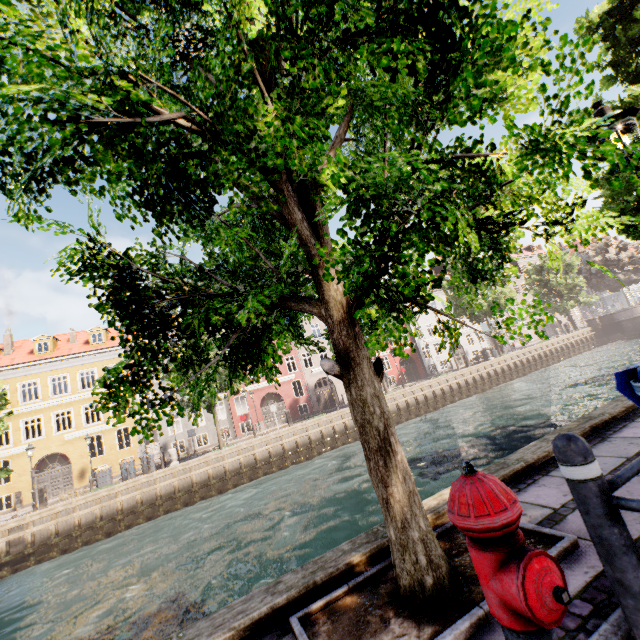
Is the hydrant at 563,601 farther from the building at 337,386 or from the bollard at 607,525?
the building at 337,386

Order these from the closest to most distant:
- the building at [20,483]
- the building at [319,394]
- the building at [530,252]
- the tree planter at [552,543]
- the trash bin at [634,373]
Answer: the trash bin at [634,373]
the tree planter at [552,543]
the building at [20,483]
the building at [319,394]
the building at [530,252]

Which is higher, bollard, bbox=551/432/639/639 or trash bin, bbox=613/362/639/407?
trash bin, bbox=613/362/639/407

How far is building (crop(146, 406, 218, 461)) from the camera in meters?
28.2 m

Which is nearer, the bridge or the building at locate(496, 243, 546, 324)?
the bridge

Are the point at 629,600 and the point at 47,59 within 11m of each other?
yes

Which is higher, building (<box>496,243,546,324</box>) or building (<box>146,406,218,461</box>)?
building (<box>496,243,546,324</box>)
